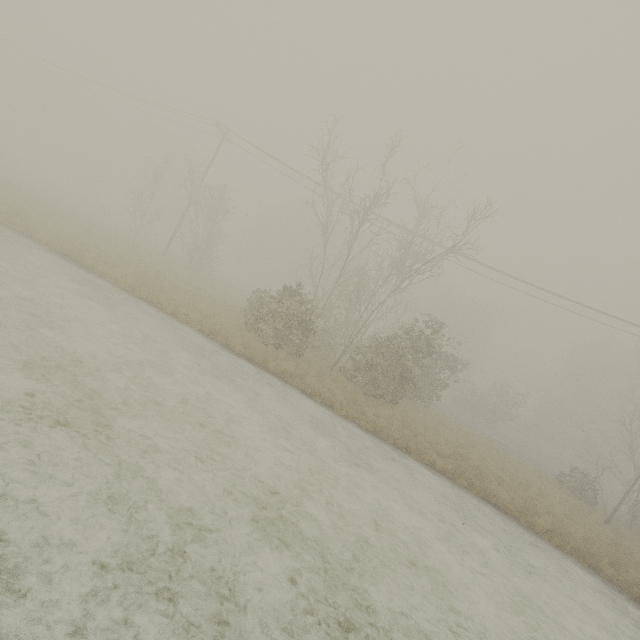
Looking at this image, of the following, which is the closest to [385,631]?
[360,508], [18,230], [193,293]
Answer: [360,508]
